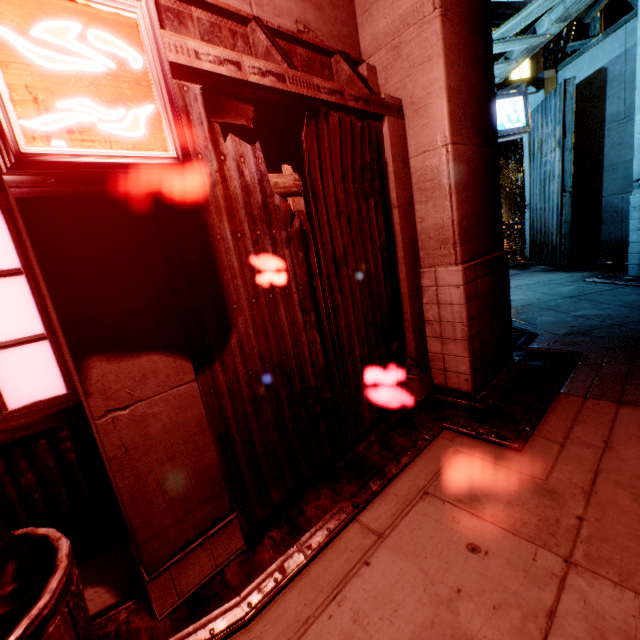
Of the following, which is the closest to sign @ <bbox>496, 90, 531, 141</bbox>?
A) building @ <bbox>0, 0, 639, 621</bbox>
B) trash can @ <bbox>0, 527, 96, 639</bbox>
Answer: building @ <bbox>0, 0, 639, 621</bbox>

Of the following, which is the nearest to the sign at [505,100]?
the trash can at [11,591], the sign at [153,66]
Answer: the sign at [153,66]

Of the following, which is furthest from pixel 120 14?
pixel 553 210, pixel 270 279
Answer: pixel 553 210

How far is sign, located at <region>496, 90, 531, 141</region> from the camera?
9.28m

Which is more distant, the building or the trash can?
the building

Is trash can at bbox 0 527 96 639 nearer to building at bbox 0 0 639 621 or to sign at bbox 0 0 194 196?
building at bbox 0 0 639 621

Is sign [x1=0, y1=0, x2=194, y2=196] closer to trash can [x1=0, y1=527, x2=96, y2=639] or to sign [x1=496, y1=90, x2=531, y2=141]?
trash can [x1=0, y1=527, x2=96, y2=639]

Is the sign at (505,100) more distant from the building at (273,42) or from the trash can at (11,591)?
the trash can at (11,591)
